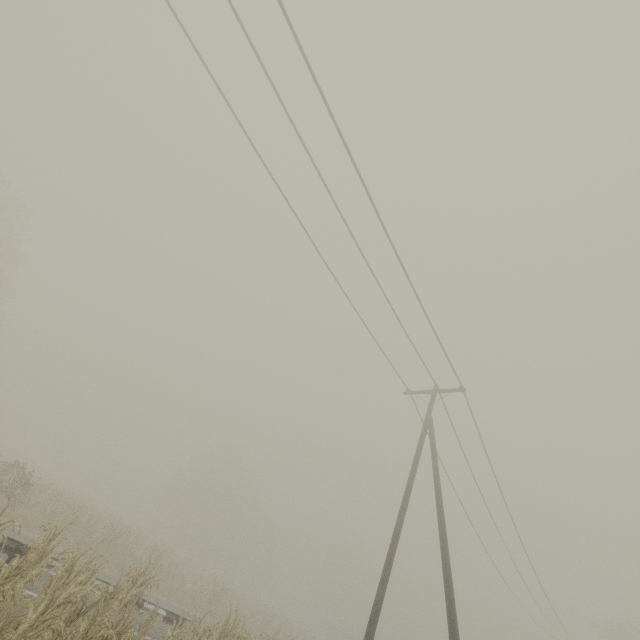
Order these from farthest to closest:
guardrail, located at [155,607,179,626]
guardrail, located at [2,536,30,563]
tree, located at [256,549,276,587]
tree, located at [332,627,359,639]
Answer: tree, located at [256,549,276,587] < tree, located at [332,627,359,639] < guardrail, located at [155,607,179,626] < guardrail, located at [2,536,30,563]

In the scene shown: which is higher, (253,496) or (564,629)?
(253,496)

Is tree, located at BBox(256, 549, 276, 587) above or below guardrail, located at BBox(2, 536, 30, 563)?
above

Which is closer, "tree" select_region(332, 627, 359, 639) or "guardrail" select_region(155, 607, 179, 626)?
"guardrail" select_region(155, 607, 179, 626)

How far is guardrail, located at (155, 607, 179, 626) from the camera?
10.87m

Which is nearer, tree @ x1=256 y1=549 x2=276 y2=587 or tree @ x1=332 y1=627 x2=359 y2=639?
tree @ x1=332 y1=627 x2=359 y2=639

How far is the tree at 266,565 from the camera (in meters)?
57.97

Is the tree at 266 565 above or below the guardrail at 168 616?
above
